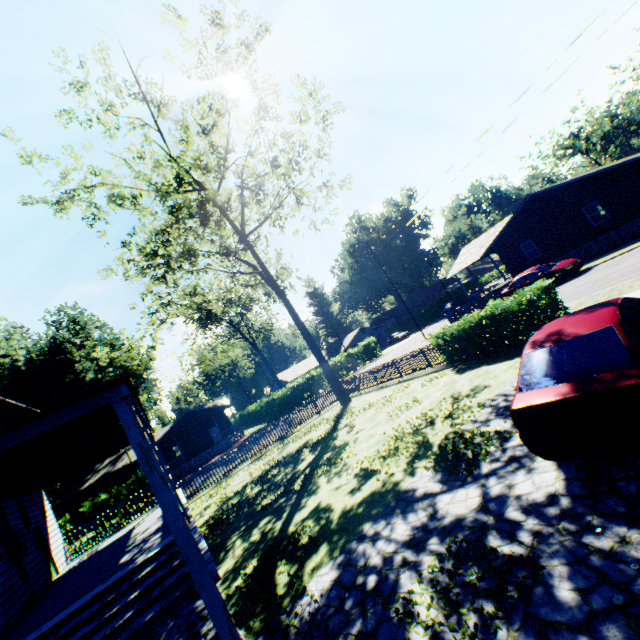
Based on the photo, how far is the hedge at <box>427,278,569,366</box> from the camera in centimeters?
1080cm

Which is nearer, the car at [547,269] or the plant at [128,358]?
the car at [547,269]

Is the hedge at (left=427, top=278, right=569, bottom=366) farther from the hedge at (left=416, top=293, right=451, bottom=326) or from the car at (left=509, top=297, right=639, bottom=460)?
the hedge at (left=416, top=293, right=451, bottom=326)

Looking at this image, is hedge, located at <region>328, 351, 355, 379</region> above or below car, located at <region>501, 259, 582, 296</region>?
above

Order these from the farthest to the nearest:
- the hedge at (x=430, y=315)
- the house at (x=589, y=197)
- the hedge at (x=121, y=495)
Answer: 1. the hedge at (x=430, y=315)
2. the hedge at (x=121, y=495)
3. the house at (x=589, y=197)

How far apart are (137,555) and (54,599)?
3.1m

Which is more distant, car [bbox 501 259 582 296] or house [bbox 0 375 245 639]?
car [bbox 501 259 582 296]

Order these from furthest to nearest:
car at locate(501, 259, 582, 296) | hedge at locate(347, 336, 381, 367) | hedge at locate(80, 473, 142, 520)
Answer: hedge at locate(347, 336, 381, 367) < hedge at locate(80, 473, 142, 520) < car at locate(501, 259, 582, 296)
